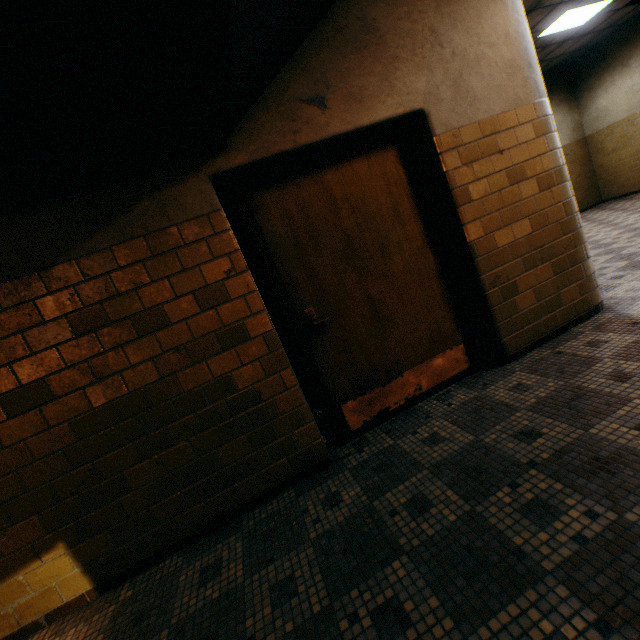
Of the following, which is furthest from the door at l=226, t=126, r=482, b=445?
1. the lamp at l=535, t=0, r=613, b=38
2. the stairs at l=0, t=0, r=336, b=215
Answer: the lamp at l=535, t=0, r=613, b=38

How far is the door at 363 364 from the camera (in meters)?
2.41

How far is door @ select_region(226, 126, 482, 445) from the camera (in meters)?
2.41

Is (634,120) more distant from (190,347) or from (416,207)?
(190,347)

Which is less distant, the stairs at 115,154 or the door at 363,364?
the stairs at 115,154

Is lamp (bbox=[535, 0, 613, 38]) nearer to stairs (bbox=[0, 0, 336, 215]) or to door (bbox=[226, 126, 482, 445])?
stairs (bbox=[0, 0, 336, 215])
